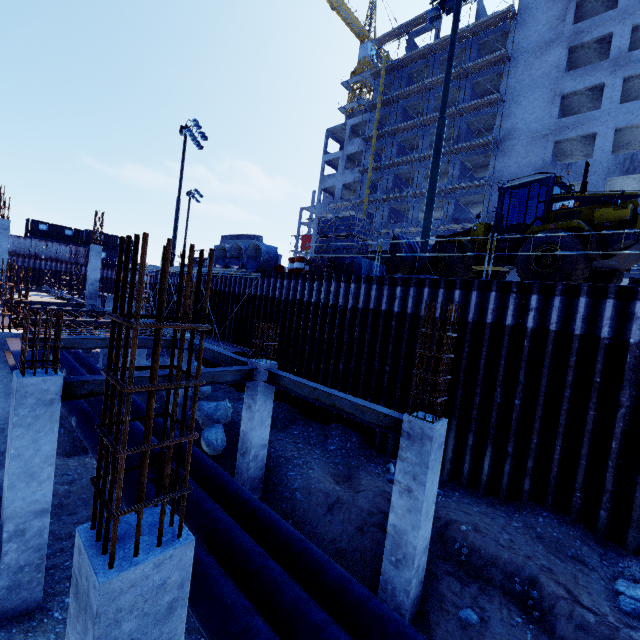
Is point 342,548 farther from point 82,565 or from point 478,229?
point 478,229

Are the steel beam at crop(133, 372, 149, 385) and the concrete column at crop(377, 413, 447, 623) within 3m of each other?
no

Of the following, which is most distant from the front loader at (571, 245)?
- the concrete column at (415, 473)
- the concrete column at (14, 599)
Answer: the concrete column at (14, 599)

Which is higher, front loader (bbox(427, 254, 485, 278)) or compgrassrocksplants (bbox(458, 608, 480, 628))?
front loader (bbox(427, 254, 485, 278))

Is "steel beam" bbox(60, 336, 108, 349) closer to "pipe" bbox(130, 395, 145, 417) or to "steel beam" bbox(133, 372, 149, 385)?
"pipe" bbox(130, 395, 145, 417)

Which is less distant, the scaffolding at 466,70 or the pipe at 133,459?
the pipe at 133,459

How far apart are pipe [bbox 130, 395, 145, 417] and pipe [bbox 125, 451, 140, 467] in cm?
14

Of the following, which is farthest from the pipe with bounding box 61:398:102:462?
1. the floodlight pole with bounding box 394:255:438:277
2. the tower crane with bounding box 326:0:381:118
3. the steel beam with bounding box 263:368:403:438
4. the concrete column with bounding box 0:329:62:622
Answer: the tower crane with bounding box 326:0:381:118
